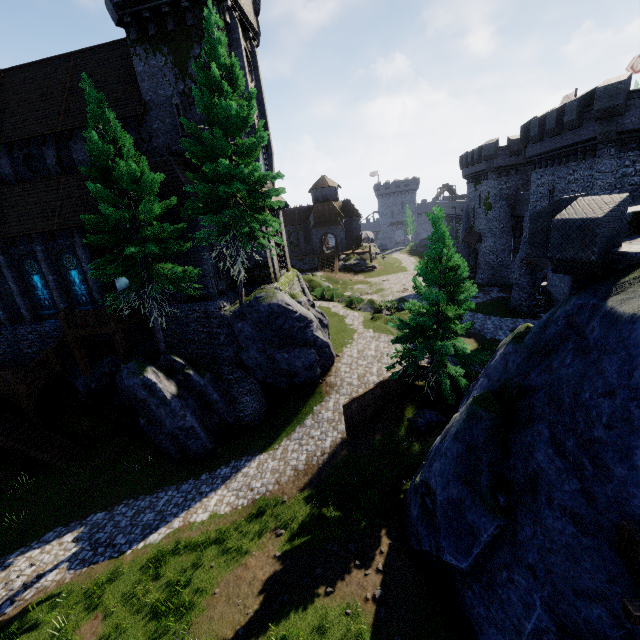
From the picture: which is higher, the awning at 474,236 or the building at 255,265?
the building at 255,265

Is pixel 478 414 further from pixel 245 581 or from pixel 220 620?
pixel 220 620

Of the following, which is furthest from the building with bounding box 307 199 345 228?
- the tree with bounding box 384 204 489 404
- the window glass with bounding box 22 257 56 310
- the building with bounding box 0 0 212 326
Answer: the window glass with bounding box 22 257 56 310

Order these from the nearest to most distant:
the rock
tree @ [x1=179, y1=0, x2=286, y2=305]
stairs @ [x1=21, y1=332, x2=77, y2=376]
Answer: tree @ [x1=179, y1=0, x2=286, y2=305] → the rock → stairs @ [x1=21, y1=332, x2=77, y2=376]

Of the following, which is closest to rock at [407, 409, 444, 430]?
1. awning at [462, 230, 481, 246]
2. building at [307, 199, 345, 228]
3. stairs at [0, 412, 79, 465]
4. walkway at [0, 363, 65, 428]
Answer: stairs at [0, 412, 79, 465]

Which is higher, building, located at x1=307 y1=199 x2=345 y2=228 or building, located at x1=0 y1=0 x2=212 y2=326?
building, located at x1=0 y1=0 x2=212 y2=326

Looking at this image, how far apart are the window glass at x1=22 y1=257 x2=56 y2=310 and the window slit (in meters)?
12.61

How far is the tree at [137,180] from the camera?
14.6 meters
